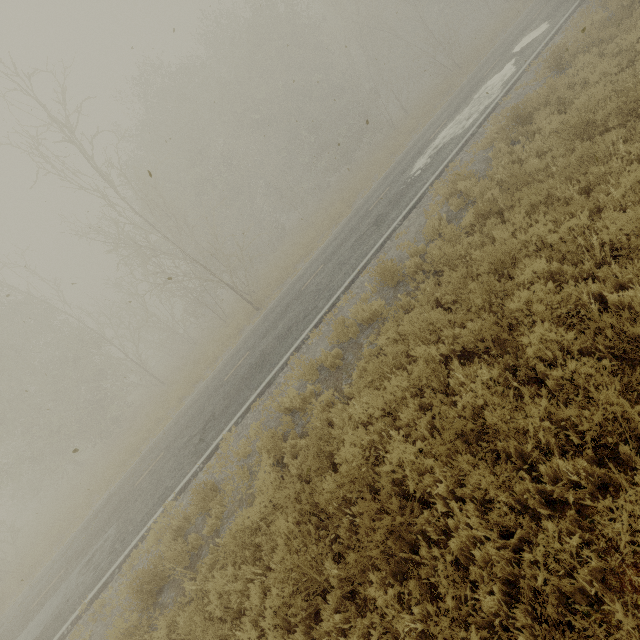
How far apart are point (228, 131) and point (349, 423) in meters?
30.0
